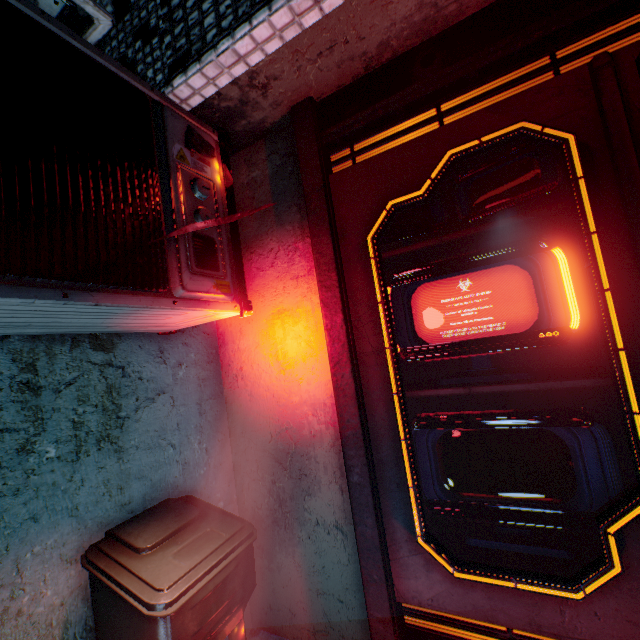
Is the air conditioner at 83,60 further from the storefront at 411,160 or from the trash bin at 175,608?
the trash bin at 175,608

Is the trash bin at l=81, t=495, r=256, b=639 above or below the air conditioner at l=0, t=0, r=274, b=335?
below

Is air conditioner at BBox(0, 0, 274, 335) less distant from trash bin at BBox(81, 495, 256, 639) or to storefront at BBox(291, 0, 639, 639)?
storefront at BBox(291, 0, 639, 639)

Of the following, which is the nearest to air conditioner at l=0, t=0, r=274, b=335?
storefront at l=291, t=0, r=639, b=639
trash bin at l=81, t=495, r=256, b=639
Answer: storefront at l=291, t=0, r=639, b=639

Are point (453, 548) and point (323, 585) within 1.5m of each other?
yes

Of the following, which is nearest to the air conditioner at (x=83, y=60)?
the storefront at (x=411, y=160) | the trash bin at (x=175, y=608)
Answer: the storefront at (x=411, y=160)
